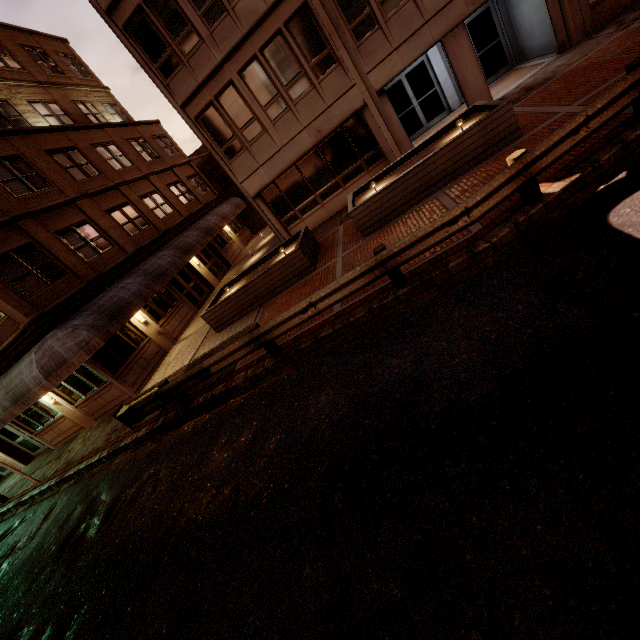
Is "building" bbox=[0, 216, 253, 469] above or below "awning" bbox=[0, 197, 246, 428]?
below

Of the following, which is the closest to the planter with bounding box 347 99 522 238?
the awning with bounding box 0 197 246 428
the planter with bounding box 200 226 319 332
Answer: the planter with bounding box 200 226 319 332

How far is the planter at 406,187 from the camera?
8.63m

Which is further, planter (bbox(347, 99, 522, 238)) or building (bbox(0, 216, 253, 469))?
building (bbox(0, 216, 253, 469))

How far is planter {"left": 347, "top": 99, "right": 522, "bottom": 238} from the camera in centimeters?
863cm

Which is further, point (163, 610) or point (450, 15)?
point (450, 15)

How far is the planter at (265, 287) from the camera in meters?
11.2

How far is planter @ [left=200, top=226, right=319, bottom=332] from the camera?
11.2 meters
